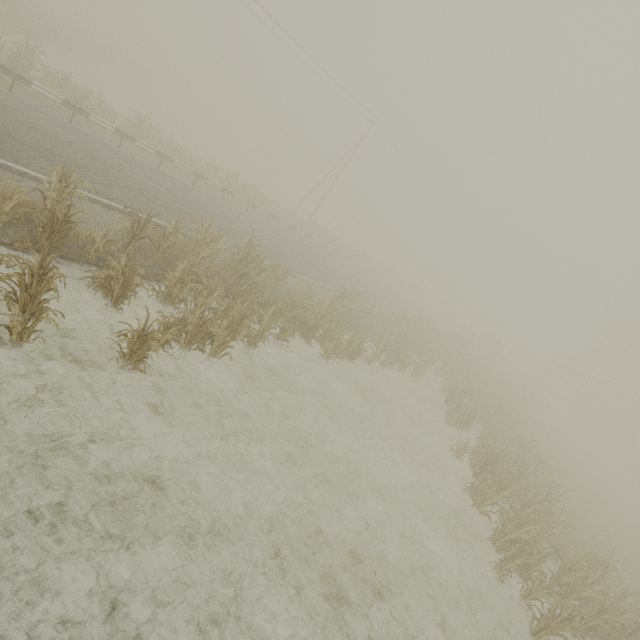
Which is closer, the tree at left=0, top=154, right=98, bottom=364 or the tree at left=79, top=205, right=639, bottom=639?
the tree at left=0, top=154, right=98, bottom=364

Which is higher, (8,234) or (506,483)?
(506,483)

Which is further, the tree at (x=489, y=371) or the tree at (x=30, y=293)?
the tree at (x=489, y=371)
